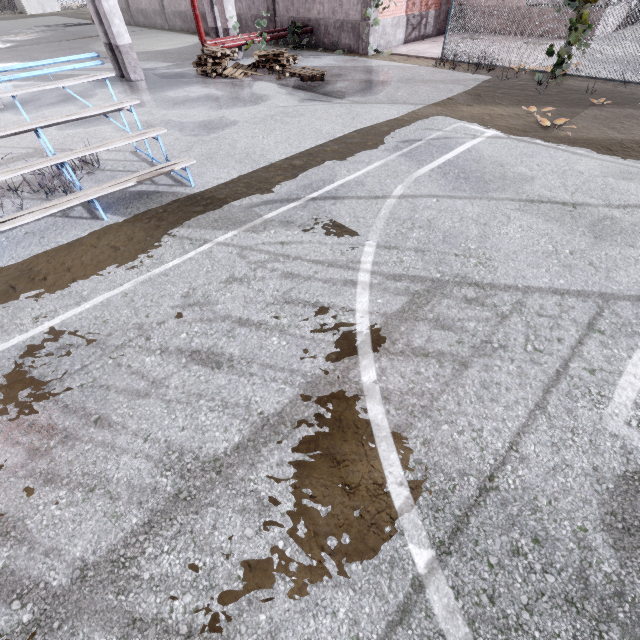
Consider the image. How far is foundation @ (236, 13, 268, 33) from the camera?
15.9 meters

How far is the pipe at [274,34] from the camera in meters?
13.1 m

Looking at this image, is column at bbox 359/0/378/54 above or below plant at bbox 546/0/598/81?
above

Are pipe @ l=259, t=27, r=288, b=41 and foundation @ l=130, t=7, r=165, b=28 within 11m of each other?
no

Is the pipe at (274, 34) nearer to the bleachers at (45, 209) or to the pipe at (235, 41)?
the pipe at (235, 41)

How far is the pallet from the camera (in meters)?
10.84

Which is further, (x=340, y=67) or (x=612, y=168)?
(x=340, y=67)

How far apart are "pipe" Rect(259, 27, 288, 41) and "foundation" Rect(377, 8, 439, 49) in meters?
3.7
